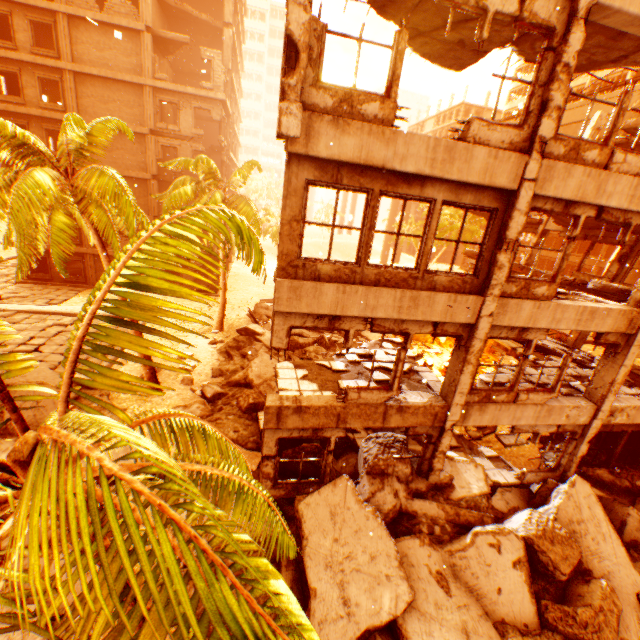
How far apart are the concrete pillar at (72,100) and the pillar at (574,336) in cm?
3377

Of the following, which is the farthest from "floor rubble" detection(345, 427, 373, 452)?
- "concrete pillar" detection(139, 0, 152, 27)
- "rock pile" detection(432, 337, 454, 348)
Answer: "concrete pillar" detection(139, 0, 152, 27)

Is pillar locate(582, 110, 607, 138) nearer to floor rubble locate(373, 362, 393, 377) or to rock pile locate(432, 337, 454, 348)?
rock pile locate(432, 337, 454, 348)

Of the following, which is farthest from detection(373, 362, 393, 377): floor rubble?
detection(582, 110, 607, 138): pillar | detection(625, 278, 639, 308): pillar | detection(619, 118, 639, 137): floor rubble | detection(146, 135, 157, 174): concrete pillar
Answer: detection(146, 135, 157, 174): concrete pillar

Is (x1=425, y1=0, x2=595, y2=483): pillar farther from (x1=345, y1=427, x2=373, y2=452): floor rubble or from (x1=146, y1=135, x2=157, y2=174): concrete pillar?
(x1=146, y1=135, x2=157, y2=174): concrete pillar

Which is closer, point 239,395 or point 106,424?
point 106,424

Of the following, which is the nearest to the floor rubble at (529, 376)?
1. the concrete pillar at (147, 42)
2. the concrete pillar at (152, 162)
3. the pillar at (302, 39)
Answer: the pillar at (302, 39)

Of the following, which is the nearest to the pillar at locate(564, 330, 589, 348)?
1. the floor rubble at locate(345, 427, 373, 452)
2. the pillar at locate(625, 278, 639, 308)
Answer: the pillar at locate(625, 278, 639, 308)
